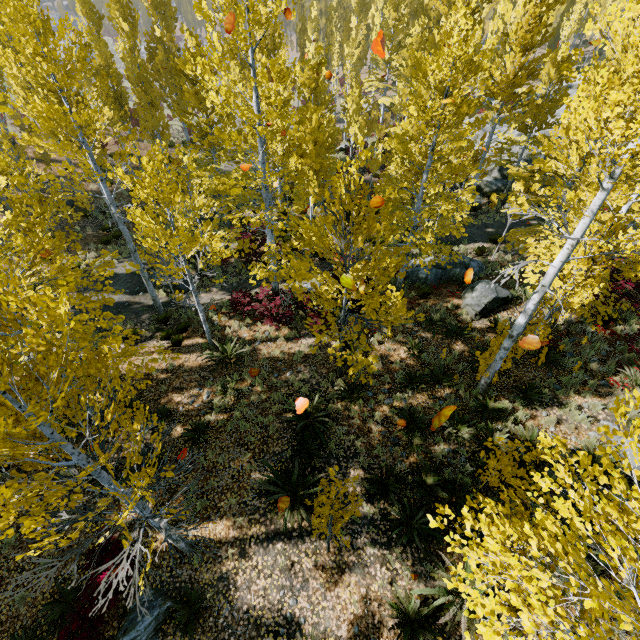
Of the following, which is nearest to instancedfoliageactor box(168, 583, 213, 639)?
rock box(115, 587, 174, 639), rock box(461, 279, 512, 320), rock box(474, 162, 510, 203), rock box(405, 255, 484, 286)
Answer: rock box(474, 162, 510, 203)

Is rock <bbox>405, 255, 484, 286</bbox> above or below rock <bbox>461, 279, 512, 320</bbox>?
below

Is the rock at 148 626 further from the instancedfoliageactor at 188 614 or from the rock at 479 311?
the rock at 479 311

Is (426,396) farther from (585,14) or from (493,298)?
(585,14)

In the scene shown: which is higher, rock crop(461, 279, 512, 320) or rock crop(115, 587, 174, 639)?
rock crop(461, 279, 512, 320)

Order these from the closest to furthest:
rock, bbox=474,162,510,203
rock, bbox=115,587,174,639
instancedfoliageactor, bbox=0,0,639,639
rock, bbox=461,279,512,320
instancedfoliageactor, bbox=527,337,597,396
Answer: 1. instancedfoliageactor, bbox=0,0,639,639
2. rock, bbox=115,587,174,639
3. instancedfoliageactor, bbox=527,337,597,396
4. rock, bbox=461,279,512,320
5. rock, bbox=474,162,510,203

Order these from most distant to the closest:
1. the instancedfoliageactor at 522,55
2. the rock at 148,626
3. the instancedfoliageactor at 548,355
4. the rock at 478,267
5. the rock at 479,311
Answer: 1. the rock at 478,267
2. the rock at 479,311
3. the instancedfoliageactor at 548,355
4. the rock at 148,626
5. the instancedfoliageactor at 522,55

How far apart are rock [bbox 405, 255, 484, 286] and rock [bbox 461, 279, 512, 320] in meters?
1.2 m
